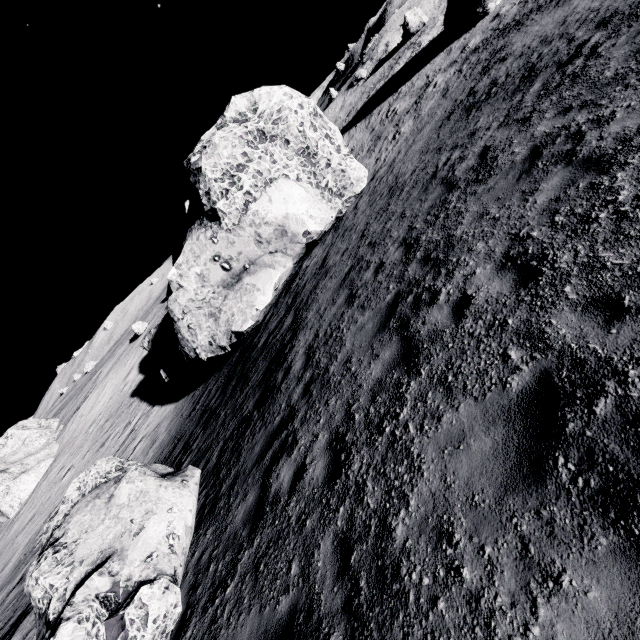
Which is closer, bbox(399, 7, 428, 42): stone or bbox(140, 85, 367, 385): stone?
bbox(140, 85, 367, 385): stone

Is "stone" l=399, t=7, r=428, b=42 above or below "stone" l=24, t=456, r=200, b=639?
above

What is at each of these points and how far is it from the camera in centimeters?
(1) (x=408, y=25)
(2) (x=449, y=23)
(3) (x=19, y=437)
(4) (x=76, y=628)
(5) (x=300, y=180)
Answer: (1) stone, 3225cm
(2) stone, 2302cm
(3) stone, 4588cm
(4) stone, 485cm
(5) stone, 1470cm

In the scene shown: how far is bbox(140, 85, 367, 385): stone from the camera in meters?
14.1

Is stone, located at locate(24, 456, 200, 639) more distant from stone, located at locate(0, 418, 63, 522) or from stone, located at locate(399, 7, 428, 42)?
stone, located at locate(399, 7, 428, 42)

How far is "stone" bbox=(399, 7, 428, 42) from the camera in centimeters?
3194cm

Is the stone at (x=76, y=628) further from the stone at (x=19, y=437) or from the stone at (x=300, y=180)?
the stone at (x=19, y=437)

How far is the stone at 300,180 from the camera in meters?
14.1 m
